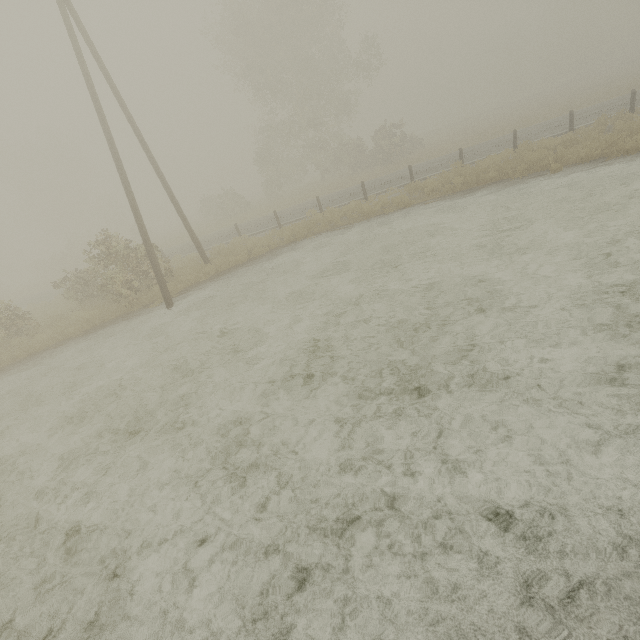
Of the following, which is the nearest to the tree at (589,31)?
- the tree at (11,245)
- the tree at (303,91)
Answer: the tree at (303,91)

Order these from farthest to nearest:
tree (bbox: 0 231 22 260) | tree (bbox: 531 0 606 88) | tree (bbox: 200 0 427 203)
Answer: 1. tree (bbox: 0 231 22 260)
2. tree (bbox: 531 0 606 88)
3. tree (bbox: 200 0 427 203)

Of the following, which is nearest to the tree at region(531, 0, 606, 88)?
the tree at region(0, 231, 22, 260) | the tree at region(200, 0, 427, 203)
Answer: the tree at region(200, 0, 427, 203)

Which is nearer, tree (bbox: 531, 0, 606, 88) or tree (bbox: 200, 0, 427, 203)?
→ tree (bbox: 200, 0, 427, 203)

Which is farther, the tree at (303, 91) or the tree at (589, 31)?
the tree at (589, 31)

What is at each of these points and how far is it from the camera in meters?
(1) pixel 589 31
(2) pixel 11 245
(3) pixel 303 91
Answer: (1) tree, 53.2
(2) tree, 58.4
(3) tree, 30.7

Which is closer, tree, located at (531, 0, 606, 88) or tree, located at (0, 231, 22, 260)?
tree, located at (531, 0, 606, 88)
